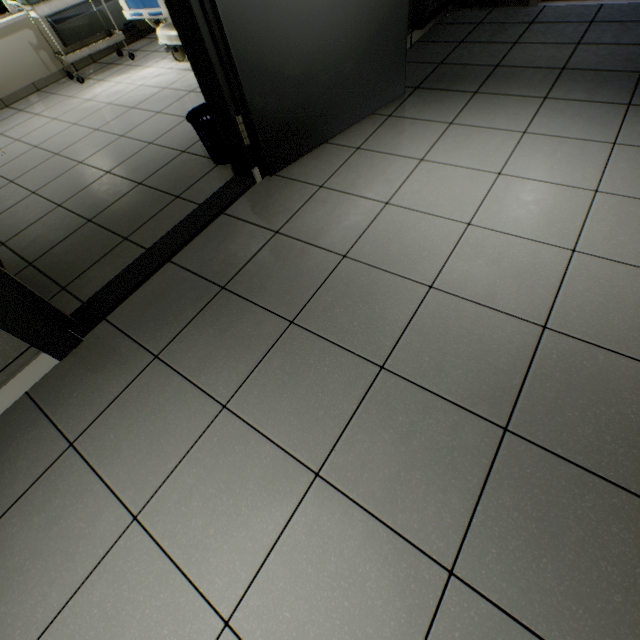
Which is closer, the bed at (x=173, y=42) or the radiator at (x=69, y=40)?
the bed at (x=173, y=42)

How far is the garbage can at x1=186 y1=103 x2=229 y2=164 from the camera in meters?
2.3 m

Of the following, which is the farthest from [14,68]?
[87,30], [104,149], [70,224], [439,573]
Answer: → [439,573]

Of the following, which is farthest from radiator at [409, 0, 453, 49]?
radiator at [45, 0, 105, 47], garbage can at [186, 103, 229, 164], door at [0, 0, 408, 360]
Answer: radiator at [45, 0, 105, 47]

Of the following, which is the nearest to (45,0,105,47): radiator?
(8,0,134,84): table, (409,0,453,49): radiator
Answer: (8,0,134,84): table

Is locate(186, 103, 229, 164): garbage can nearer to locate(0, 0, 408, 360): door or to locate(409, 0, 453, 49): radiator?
locate(0, 0, 408, 360): door

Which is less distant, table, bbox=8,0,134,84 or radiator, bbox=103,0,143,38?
table, bbox=8,0,134,84

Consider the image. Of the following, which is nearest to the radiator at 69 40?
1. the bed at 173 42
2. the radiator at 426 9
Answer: the bed at 173 42
